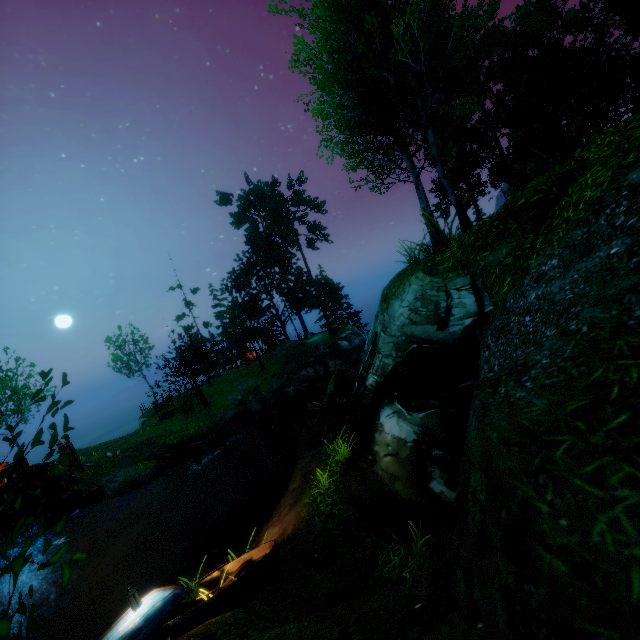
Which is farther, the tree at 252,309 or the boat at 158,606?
the tree at 252,309

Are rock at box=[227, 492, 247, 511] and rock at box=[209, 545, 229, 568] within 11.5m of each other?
yes

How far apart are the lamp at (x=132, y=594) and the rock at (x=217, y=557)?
3.1m

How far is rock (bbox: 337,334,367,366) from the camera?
33.1m

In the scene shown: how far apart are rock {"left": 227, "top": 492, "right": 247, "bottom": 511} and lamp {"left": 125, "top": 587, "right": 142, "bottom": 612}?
9.22m

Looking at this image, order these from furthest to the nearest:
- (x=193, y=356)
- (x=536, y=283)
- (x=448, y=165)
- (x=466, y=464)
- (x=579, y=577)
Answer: (x=193, y=356), (x=448, y=165), (x=536, y=283), (x=466, y=464), (x=579, y=577)

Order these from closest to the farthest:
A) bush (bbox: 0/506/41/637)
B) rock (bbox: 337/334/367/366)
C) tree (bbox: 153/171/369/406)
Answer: bush (bbox: 0/506/41/637)
rock (bbox: 337/334/367/366)
tree (bbox: 153/171/369/406)

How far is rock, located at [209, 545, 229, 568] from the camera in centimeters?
Answer: 966cm
